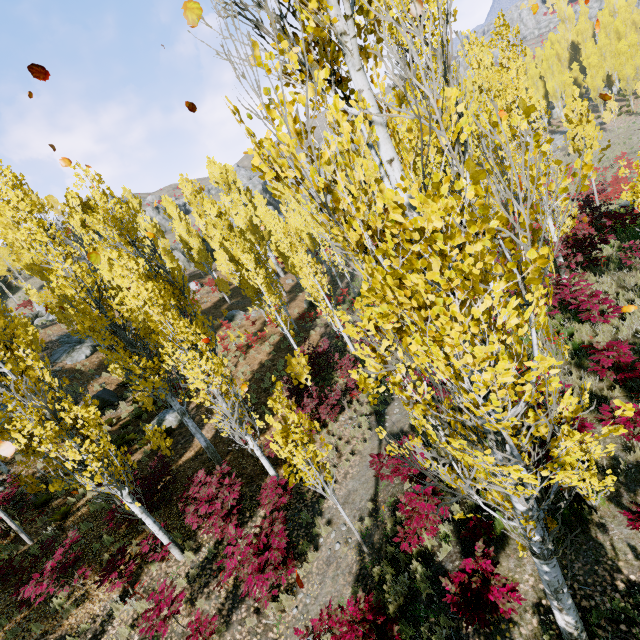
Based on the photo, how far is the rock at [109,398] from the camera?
18.20m

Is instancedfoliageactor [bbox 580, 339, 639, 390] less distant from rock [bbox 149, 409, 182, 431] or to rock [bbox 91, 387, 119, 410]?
rock [bbox 91, 387, 119, 410]

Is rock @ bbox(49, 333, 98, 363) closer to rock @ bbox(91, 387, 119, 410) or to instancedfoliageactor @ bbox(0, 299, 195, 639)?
instancedfoliageactor @ bbox(0, 299, 195, 639)

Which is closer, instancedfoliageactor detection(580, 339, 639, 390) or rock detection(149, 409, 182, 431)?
instancedfoliageactor detection(580, 339, 639, 390)

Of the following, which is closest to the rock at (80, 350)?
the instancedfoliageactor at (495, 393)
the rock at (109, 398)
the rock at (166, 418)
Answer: the instancedfoliageactor at (495, 393)

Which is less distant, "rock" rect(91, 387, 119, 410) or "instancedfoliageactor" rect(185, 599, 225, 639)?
"instancedfoliageactor" rect(185, 599, 225, 639)

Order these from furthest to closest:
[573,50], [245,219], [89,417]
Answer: [573,50]
[245,219]
[89,417]

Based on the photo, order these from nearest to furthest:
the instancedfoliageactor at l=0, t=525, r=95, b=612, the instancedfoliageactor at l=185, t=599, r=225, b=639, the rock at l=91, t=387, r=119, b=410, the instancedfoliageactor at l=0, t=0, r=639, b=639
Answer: the instancedfoliageactor at l=0, t=0, r=639, b=639 < the instancedfoliageactor at l=185, t=599, r=225, b=639 < the instancedfoliageactor at l=0, t=525, r=95, b=612 < the rock at l=91, t=387, r=119, b=410
